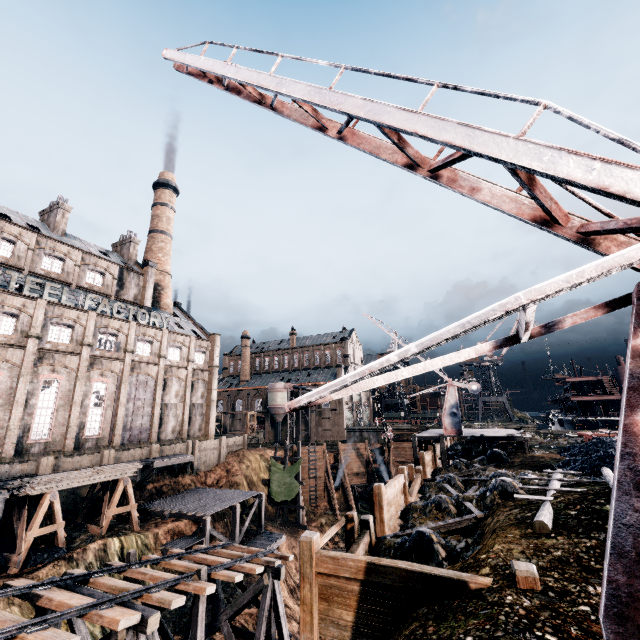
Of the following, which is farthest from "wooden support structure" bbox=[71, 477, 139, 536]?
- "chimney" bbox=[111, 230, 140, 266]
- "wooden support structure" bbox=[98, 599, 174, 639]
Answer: "chimney" bbox=[111, 230, 140, 266]

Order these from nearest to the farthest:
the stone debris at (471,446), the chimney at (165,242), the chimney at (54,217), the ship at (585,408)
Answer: the stone debris at (471,446), the chimney at (54,217), the ship at (585,408), the chimney at (165,242)

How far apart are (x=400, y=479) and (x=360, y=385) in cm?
1543

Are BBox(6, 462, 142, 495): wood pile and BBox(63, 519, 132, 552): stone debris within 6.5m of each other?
yes

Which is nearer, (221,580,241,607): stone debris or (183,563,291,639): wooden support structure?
(183,563,291,639): wooden support structure

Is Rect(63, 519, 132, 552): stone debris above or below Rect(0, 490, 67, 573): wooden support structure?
below

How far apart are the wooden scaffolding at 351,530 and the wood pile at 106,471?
21.0m

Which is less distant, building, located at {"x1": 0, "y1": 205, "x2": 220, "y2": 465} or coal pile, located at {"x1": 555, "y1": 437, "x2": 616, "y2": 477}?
coal pile, located at {"x1": 555, "y1": 437, "x2": 616, "y2": 477}
